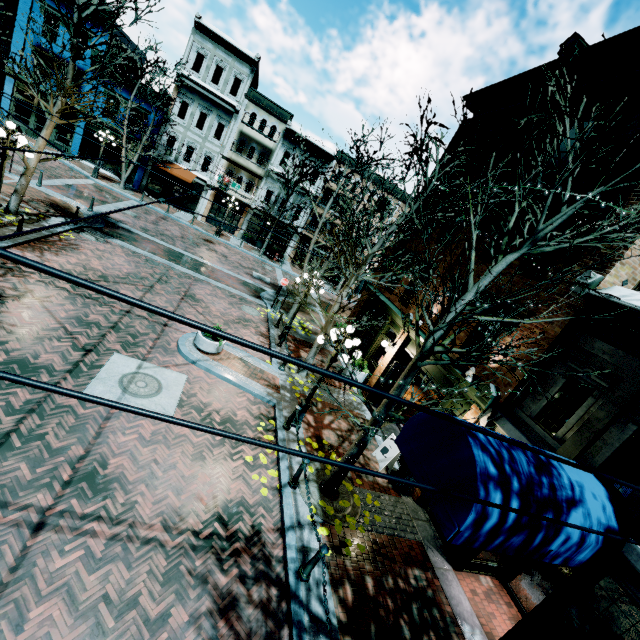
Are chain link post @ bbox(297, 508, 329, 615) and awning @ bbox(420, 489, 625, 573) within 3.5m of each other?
yes

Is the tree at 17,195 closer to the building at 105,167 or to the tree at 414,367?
the tree at 414,367

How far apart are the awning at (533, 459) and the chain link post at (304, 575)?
2.2 meters

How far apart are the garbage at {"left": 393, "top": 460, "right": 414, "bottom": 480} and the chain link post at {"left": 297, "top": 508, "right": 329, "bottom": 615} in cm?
429

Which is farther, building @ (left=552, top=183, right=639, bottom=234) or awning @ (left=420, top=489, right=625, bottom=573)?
building @ (left=552, top=183, right=639, bottom=234)

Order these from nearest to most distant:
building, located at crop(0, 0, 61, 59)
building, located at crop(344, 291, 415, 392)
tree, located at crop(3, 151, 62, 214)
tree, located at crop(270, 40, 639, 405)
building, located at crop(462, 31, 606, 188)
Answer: tree, located at crop(270, 40, 639, 405) < building, located at crop(462, 31, 606, 188) < tree, located at crop(3, 151, 62, 214) < building, located at crop(344, 291, 415, 392) < building, located at crop(0, 0, 61, 59)

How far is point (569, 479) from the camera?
5.4 meters

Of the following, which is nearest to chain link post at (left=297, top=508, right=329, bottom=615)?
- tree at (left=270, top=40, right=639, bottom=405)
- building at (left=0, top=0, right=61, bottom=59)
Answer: tree at (left=270, top=40, right=639, bottom=405)
